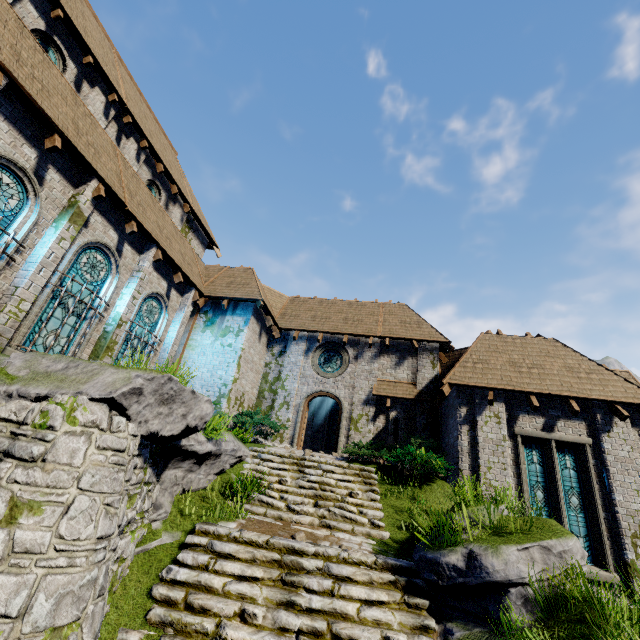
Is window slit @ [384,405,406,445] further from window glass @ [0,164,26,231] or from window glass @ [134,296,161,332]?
window glass @ [0,164,26,231]

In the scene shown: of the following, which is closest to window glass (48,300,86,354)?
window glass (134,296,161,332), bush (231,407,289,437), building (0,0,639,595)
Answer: building (0,0,639,595)

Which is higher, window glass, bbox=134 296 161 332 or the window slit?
window glass, bbox=134 296 161 332

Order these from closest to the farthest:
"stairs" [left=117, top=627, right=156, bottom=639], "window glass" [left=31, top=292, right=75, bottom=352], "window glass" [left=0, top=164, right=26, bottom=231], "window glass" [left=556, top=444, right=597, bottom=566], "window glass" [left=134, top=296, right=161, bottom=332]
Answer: "stairs" [left=117, top=627, right=156, bottom=639], "window glass" [left=0, top=164, right=26, bottom=231], "window glass" [left=31, top=292, right=75, bottom=352], "window glass" [left=556, top=444, right=597, bottom=566], "window glass" [left=134, top=296, right=161, bottom=332]

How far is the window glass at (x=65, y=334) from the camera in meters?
9.3

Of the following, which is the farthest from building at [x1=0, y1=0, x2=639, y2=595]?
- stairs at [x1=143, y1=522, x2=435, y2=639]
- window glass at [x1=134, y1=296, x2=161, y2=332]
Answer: stairs at [x1=143, y1=522, x2=435, y2=639]

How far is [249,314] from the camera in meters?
15.1 m

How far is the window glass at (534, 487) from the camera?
10.3 meters
